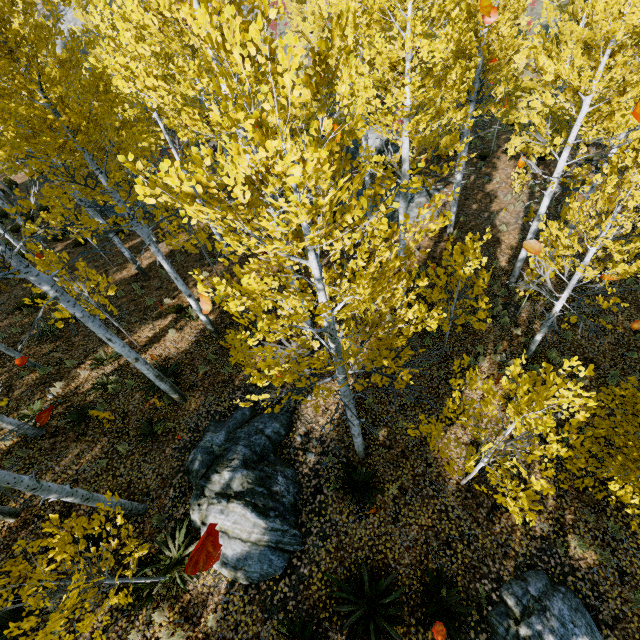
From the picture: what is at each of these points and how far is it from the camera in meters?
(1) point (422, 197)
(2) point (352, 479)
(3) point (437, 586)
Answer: (1) rock, 16.4 m
(2) instancedfoliageactor, 7.3 m
(3) instancedfoliageactor, 6.1 m

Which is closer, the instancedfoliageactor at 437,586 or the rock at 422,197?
the instancedfoliageactor at 437,586

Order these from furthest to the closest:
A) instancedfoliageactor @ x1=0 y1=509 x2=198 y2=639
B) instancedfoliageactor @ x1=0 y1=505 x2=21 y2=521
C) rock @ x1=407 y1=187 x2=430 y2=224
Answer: rock @ x1=407 y1=187 x2=430 y2=224
instancedfoliageactor @ x1=0 y1=505 x2=21 y2=521
instancedfoliageactor @ x1=0 y1=509 x2=198 y2=639

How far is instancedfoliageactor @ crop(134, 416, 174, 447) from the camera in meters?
8.4 m

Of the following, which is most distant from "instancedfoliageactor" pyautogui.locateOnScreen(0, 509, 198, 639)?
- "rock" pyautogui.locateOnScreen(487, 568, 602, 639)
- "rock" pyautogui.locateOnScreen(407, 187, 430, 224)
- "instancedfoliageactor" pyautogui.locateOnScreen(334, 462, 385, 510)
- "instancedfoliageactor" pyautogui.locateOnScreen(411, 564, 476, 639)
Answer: "rock" pyautogui.locateOnScreen(487, 568, 602, 639)

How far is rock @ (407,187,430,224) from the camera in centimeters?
1566cm

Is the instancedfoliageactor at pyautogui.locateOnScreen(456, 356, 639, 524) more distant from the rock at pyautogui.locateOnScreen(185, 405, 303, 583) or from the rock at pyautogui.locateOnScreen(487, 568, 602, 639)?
the rock at pyautogui.locateOnScreen(487, 568, 602, 639)

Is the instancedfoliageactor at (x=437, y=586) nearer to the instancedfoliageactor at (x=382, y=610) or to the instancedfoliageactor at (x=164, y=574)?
the instancedfoliageactor at (x=382, y=610)
